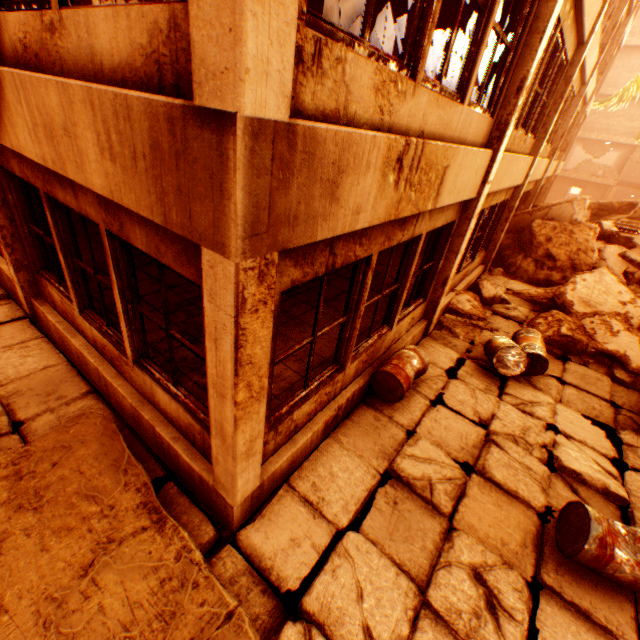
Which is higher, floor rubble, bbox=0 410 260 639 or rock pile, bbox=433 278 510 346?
floor rubble, bbox=0 410 260 639

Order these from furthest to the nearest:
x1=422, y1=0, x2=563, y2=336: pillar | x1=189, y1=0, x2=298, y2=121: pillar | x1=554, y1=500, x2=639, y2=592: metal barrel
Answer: x1=422, y1=0, x2=563, y2=336: pillar
x1=554, y1=500, x2=639, y2=592: metal barrel
x1=189, y1=0, x2=298, y2=121: pillar

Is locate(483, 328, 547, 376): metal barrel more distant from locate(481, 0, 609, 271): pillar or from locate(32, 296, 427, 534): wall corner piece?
locate(481, 0, 609, 271): pillar

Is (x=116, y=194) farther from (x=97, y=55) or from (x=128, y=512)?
(x=128, y=512)

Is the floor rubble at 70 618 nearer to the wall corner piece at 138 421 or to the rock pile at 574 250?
the wall corner piece at 138 421

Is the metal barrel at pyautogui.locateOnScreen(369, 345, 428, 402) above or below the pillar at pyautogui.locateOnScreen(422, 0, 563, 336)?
below

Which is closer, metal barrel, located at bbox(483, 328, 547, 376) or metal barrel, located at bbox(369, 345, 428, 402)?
metal barrel, located at bbox(369, 345, 428, 402)

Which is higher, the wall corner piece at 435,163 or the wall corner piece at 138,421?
the wall corner piece at 435,163
